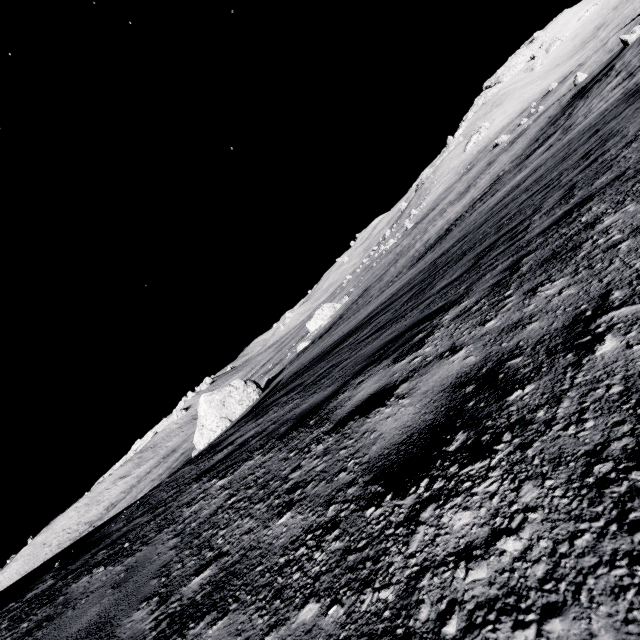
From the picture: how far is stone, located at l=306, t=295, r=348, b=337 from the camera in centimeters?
4807cm

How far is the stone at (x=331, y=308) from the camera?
48.1m

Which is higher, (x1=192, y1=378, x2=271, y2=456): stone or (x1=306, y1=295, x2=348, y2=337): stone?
(x1=192, y1=378, x2=271, y2=456): stone

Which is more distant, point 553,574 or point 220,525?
point 220,525

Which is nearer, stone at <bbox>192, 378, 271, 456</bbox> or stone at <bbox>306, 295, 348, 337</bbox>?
stone at <bbox>192, 378, 271, 456</bbox>

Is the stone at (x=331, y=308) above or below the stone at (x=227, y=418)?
below

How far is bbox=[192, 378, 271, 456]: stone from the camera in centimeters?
2092cm
